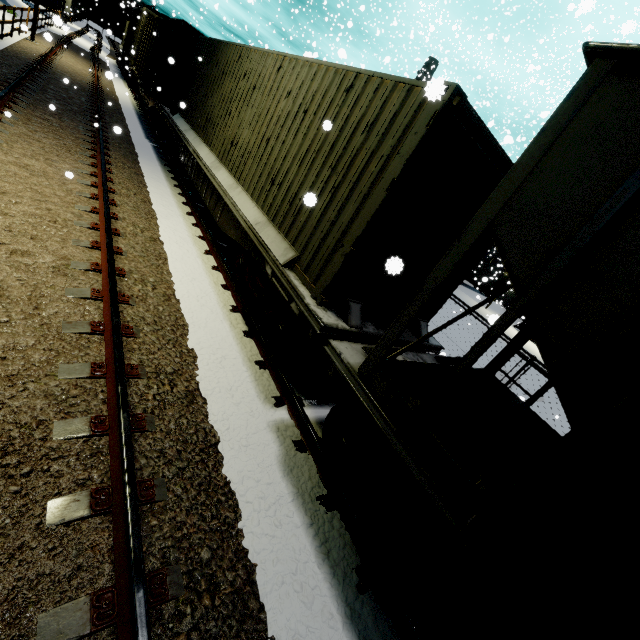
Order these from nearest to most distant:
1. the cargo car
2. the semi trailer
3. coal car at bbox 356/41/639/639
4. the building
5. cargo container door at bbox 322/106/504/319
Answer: coal car at bbox 356/41/639/639 < cargo container door at bbox 322/106/504/319 < the cargo car < the semi trailer < the building

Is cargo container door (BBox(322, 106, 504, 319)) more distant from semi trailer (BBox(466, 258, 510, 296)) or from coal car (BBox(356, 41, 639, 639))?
semi trailer (BBox(466, 258, 510, 296))

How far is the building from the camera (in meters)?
44.79

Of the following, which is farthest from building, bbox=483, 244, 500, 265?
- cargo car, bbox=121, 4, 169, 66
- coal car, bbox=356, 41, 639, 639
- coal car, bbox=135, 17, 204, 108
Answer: cargo car, bbox=121, 4, 169, 66

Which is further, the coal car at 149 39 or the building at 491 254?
the building at 491 254

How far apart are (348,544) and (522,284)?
2.92m

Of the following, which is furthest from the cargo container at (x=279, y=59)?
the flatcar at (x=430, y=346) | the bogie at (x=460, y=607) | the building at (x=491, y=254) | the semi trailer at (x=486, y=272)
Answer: the semi trailer at (x=486, y=272)

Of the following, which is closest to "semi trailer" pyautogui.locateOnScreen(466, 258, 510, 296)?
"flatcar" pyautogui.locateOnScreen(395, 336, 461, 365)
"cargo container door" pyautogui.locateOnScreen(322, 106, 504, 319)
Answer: "flatcar" pyautogui.locateOnScreen(395, 336, 461, 365)
